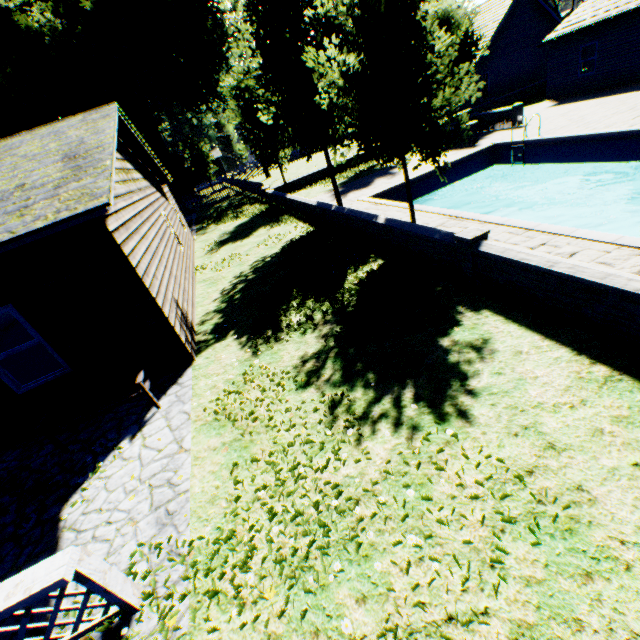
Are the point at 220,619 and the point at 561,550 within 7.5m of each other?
yes

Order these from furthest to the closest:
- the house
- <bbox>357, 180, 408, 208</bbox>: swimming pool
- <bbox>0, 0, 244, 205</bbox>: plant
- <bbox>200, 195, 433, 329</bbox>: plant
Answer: <bbox>0, 0, 244, 205</bbox>: plant
<bbox>357, 180, 408, 208</bbox>: swimming pool
<bbox>200, 195, 433, 329</bbox>: plant
the house

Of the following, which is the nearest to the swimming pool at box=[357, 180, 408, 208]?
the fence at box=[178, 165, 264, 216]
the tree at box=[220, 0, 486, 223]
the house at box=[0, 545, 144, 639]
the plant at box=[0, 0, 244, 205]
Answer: the tree at box=[220, 0, 486, 223]

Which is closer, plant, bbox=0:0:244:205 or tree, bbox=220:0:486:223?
tree, bbox=220:0:486:223

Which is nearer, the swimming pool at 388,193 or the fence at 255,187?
the swimming pool at 388,193

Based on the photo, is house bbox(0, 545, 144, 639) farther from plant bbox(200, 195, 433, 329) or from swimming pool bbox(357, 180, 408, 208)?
swimming pool bbox(357, 180, 408, 208)

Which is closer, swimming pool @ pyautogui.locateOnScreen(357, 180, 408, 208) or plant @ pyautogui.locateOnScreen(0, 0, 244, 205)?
swimming pool @ pyautogui.locateOnScreen(357, 180, 408, 208)

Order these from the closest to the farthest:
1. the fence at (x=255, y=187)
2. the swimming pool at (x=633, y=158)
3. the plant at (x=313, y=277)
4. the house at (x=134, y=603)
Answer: the house at (x=134, y=603)
the plant at (x=313, y=277)
the swimming pool at (x=633, y=158)
the fence at (x=255, y=187)
